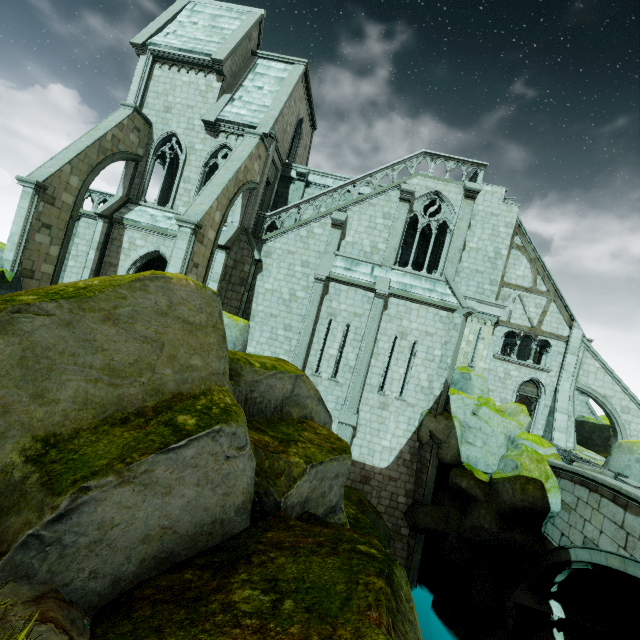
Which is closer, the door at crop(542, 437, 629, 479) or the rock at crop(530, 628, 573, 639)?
the rock at crop(530, 628, 573, 639)

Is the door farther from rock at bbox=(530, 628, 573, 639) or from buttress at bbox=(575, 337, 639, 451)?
buttress at bbox=(575, 337, 639, 451)

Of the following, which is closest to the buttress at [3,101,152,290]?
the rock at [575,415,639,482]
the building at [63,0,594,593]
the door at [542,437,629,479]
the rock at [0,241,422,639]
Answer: the building at [63,0,594,593]

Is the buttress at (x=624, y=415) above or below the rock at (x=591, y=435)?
above

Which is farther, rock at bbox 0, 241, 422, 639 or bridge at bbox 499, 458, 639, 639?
bridge at bbox 499, 458, 639, 639

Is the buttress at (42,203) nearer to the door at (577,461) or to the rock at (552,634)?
the rock at (552,634)

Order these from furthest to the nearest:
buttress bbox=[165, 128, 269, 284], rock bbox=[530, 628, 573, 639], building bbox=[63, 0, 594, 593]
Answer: building bbox=[63, 0, 594, 593]
buttress bbox=[165, 128, 269, 284]
rock bbox=[530, 628, 573, 639]

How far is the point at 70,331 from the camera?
4.29m
